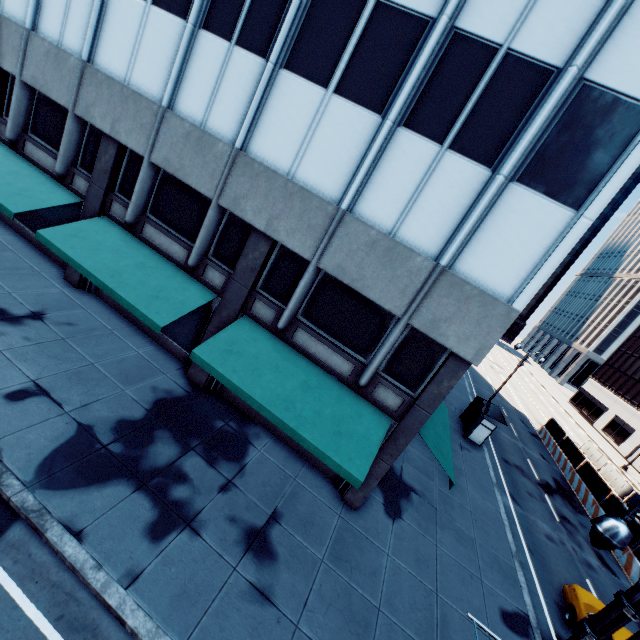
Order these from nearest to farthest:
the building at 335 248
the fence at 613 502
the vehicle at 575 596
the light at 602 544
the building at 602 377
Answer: the light at 602 544 → the building at 335 248 → the vehicle at 575 596 → the fence at 613 502 → the building at 602 377

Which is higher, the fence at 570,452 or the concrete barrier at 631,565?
the fence at 570,452

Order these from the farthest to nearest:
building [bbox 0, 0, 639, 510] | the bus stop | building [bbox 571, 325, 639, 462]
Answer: building [bbox 571, 325, 639, 462], the bus stop, building [bbox 0, 0, 639, 510]

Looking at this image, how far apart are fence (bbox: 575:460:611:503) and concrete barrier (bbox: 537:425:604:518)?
0.0 meters

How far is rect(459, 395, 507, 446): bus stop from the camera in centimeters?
2183cm

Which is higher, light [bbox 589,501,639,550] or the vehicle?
light [bbox 589,501,639,550]

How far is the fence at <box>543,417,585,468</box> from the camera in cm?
2673

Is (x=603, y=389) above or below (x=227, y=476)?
above
